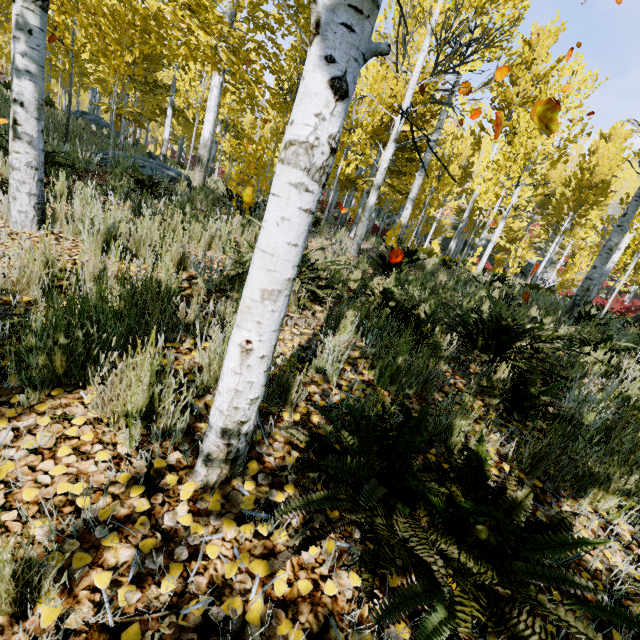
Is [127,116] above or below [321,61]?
above

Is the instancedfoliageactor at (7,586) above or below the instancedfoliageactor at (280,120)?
below

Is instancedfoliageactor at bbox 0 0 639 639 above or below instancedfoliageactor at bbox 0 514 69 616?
above
